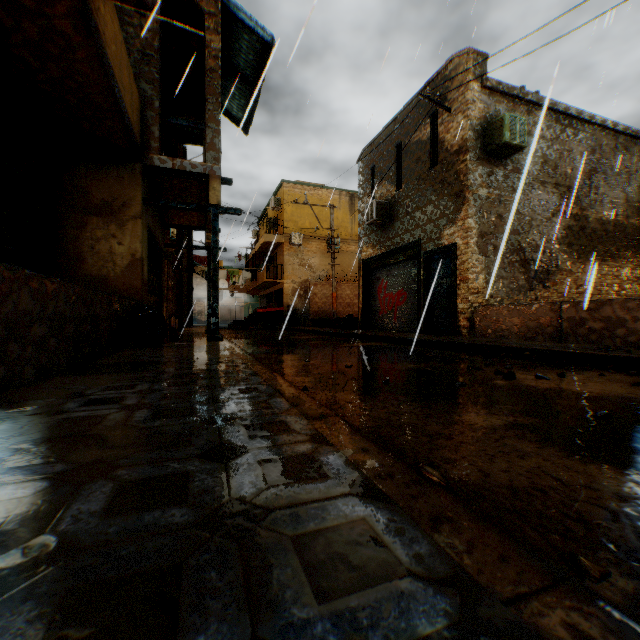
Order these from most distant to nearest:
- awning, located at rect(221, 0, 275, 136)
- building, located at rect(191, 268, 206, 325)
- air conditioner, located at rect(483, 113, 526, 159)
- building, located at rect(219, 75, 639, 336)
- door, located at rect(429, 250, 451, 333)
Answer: building, located at rect(191, 268, 206, 325), door, located at rect(429, 250, 451, 333), building, located at rect(219, 75, 639, 336), air conditioner, located at rect(483, 113, 526, 159), awning, located at rect(221, 0, 275, 136)

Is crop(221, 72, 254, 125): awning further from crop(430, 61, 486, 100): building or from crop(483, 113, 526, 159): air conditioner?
crop(483, 113, 526, 159): air conditioner

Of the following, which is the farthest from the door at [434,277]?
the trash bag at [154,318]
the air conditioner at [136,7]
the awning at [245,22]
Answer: the trash bag at [154,318]

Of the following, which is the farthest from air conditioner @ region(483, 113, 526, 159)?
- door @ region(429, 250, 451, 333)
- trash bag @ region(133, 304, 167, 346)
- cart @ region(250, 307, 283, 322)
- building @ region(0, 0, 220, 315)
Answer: trash bag @ region(133, 304, 167, 346)

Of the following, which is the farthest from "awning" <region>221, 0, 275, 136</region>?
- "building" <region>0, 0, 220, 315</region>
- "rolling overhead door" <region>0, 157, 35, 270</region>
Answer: "rolling overhead door" <region>0, 157, 35, 270</region>

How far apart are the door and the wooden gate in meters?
0.4 m

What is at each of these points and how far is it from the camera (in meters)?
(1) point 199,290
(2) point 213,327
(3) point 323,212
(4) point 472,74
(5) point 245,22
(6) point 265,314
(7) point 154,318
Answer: (1) building, 40.09
(2) wooden beam, 7.48
(3) building, 25.52
(4) building, 9.34
(5) awning, 8.06
(6) cart, 24.36
(7) trash bag, 6.49

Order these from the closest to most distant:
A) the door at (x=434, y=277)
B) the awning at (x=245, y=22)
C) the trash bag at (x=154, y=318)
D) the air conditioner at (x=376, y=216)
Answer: the trash bag at (x=154, y=318)
the awning at (x=245, y=22)
the door at (x=434, y=277)
the air conditioner at (x=376, y=216)
